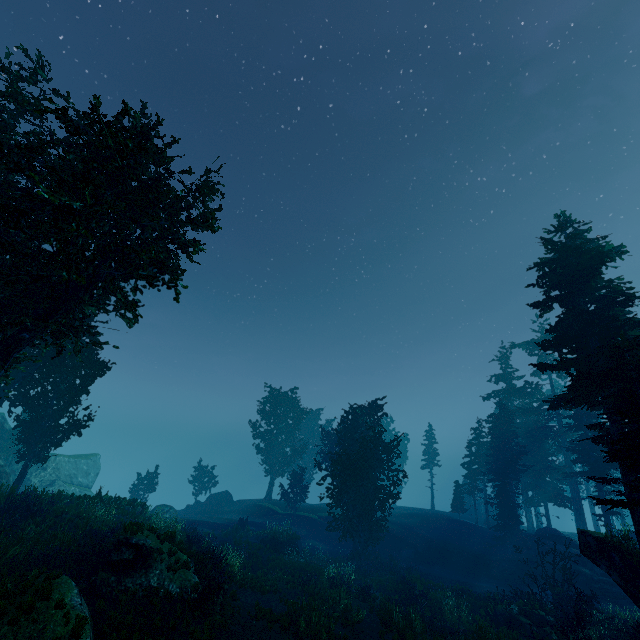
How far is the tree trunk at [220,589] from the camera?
12.55m

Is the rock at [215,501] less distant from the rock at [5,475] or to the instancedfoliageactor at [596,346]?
the instancedfoliageactor at [596,346]

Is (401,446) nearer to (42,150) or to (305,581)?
(305,581)

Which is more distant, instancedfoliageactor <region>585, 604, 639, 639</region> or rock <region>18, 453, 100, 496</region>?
rock <region>18, 453, 100, 496</region>

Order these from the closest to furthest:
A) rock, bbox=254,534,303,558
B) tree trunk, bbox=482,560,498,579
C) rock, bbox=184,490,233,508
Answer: rock, bbox=254,534,303,558 < tree trunk, bbox=482,560,498,579 < rock, bbox=184,490,233,508

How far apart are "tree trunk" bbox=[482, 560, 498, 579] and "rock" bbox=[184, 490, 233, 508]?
30.28m

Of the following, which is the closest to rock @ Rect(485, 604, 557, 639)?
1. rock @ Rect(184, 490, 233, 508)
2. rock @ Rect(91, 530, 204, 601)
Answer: rock @ Rect(91, 530, 204, 601)
